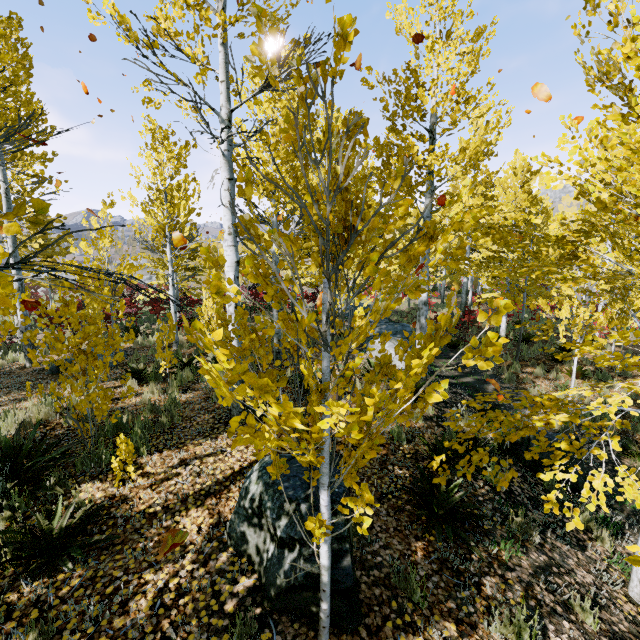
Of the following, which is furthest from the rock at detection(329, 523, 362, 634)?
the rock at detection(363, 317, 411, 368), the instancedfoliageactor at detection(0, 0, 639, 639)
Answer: the rock at detection(363, 317, 411, 368)

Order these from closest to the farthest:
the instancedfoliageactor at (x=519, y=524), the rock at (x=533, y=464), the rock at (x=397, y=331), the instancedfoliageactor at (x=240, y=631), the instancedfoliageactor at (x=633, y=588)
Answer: the instancedfoliageactor at (x=633, y=588)
the instancedfoliageactor at (x=240, y=631)
the instancedfoliageactor at (x=519, y=524)
the rock at (x=533, y=464)
the rock at (x=397, y=331)

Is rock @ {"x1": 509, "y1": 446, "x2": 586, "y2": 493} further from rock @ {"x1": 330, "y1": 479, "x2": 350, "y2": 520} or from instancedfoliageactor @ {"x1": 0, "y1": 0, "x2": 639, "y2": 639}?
rock @ {"x1": 330, "y1": 479, "x2": 350, "y2": 520}

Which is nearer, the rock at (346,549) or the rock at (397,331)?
the rock at (346,549)

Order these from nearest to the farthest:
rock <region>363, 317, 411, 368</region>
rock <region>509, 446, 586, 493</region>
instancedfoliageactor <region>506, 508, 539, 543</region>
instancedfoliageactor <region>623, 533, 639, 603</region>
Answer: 1. instancedfoliageactor <region>623, 533, 639, 603</region>
2. instancedfoliageactor <region>506, 508, 539, 543</region>
3. rock <region>509, 446, 586, 493</region>
4. rock <region>363, 317, 411, 368</region>

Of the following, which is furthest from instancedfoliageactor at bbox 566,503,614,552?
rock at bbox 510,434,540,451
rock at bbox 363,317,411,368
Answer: rock at bbox 510,434,540,451

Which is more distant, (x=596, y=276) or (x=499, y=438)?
(x=596, y=276)
